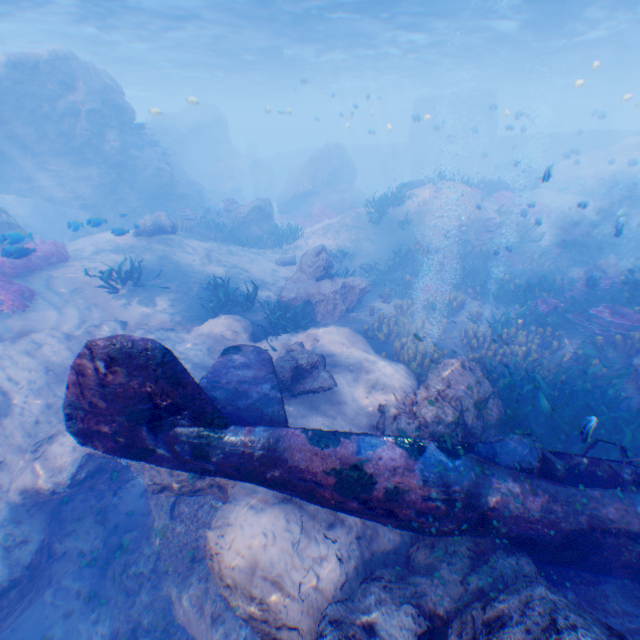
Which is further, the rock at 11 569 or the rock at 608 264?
the rock at 608 264

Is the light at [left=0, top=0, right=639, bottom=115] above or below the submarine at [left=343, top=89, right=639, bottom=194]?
above

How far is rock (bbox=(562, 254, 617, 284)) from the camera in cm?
1277

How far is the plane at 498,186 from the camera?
22.1m

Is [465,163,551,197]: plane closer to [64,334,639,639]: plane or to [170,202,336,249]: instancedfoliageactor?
[170,202,336,249]: instancedfoliageactor

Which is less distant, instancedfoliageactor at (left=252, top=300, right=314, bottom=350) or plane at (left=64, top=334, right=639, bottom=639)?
plane at (left=64, top=334, right=639, bottom=639)

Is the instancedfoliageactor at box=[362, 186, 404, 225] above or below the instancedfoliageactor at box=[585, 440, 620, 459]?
above

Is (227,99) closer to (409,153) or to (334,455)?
(409,153)
